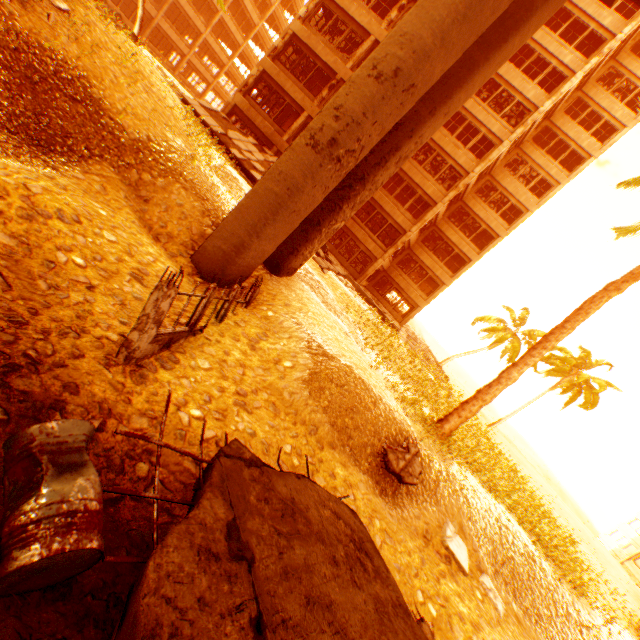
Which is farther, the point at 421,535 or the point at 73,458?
the point at 421,535

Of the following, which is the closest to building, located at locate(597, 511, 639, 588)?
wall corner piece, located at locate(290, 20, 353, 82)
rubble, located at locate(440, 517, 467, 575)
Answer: rubble, located at locate(440, 517, 467, 575)

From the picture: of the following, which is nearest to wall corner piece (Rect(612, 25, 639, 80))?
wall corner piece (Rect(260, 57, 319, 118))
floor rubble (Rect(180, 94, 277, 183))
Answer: wall corner piece (Rect(260, 57, 319, 118))

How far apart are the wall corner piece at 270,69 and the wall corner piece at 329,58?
2.1m

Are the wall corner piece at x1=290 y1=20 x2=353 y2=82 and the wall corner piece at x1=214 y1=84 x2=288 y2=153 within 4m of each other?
no

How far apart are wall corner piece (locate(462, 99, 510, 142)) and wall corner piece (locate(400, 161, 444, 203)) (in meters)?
5.05

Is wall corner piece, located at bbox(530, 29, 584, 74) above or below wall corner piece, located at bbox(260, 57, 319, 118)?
above

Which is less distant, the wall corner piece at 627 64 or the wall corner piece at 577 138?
the wall corner piece at 627 64
